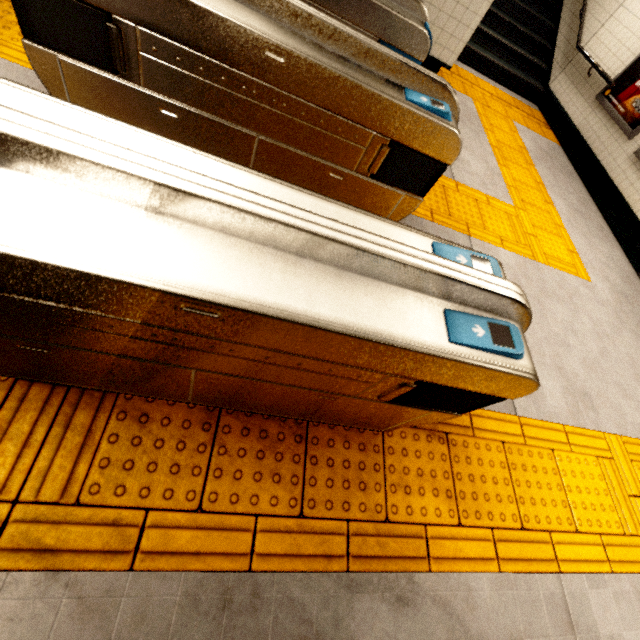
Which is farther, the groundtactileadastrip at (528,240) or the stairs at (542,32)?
the stairs at (542,32)

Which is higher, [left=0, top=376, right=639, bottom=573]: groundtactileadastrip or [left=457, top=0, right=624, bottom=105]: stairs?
[left=457, top=0, right=624, bottom=105]: stairs

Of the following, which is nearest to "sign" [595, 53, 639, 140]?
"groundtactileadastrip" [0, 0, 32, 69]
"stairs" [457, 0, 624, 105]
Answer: "groundtactileadastrip" [0, 0, 32, 69]

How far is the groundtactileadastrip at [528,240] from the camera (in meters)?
3.38

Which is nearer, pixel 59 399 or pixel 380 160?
pixel 59 399

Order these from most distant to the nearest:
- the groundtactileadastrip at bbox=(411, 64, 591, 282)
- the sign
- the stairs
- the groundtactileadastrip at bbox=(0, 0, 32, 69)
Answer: the stairs < the sign < the groundtactileadastrip at bbox=(411, 64, 591, 282) < the groundtactileadastrip at bbox=(0, 0, 32, 69)

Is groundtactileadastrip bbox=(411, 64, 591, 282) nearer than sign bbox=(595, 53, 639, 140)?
Yes
